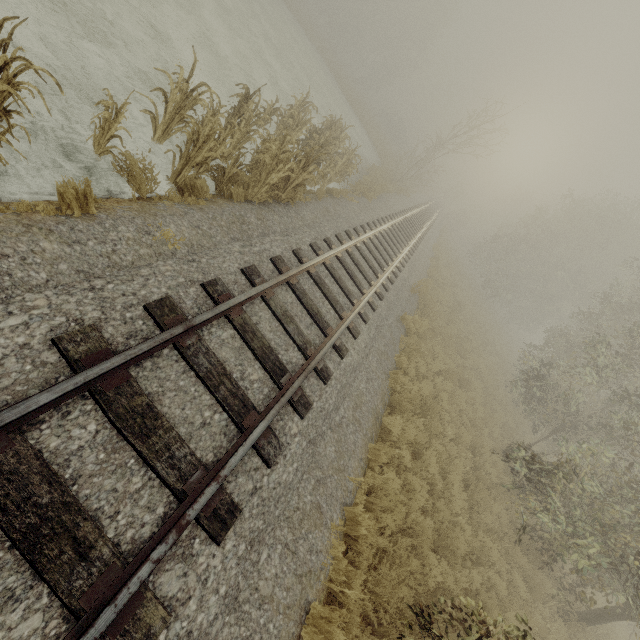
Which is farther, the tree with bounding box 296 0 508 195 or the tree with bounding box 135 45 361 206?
the tree with bounding box 296 0 508 195

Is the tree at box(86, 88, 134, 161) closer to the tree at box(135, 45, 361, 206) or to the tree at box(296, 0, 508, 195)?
the tree at box(135, 45, 361, 206)

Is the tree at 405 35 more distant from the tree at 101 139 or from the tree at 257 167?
the tree at 101 139

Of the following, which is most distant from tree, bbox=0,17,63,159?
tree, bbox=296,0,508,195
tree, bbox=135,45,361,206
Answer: tree, bbox=296,0,508,195

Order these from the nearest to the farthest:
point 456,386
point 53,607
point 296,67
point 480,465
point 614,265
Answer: point 53,607 → point 480,465 → point 456,386 → point 296,67 → point 614,265

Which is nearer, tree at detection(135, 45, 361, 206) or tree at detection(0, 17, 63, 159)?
tree at detection(0, 17, 63, 159)

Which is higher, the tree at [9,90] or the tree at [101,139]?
the tree at [9,90]

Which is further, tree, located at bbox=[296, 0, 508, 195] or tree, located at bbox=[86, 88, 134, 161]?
tree, located at bbox=[296, 0, 508, 195]
